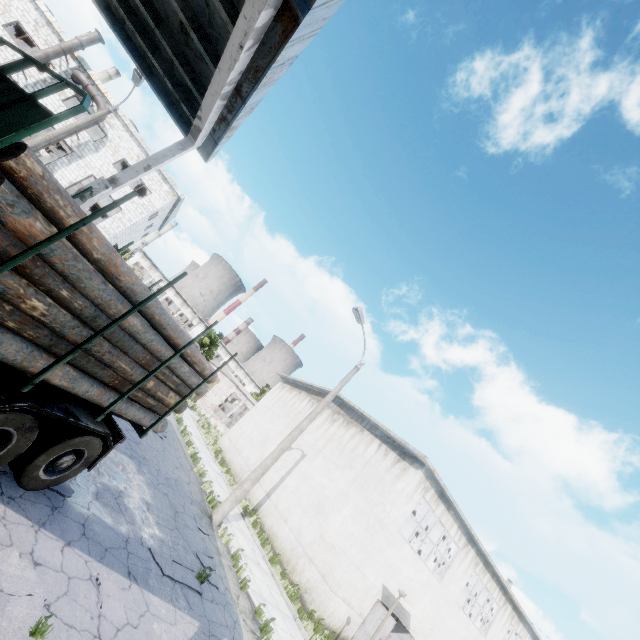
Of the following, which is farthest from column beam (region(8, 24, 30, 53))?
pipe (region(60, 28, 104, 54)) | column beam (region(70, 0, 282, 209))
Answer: column beam (region(70, 0, 282, 209))

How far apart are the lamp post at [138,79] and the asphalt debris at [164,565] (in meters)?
17.16

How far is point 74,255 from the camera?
3.8m

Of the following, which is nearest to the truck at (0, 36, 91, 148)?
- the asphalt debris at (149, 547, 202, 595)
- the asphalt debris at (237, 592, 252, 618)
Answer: the asphalt debris at (149, 547, 202, 595)

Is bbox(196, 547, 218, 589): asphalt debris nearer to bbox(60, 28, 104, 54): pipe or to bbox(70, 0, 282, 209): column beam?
bbox(70, 0, 282, 209): column beam

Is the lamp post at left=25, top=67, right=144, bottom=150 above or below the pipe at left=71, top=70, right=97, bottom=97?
below

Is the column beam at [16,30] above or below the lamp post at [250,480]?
above

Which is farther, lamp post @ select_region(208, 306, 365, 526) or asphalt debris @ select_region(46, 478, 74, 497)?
lamp post @ select_region(208, 306, 365, 526)
